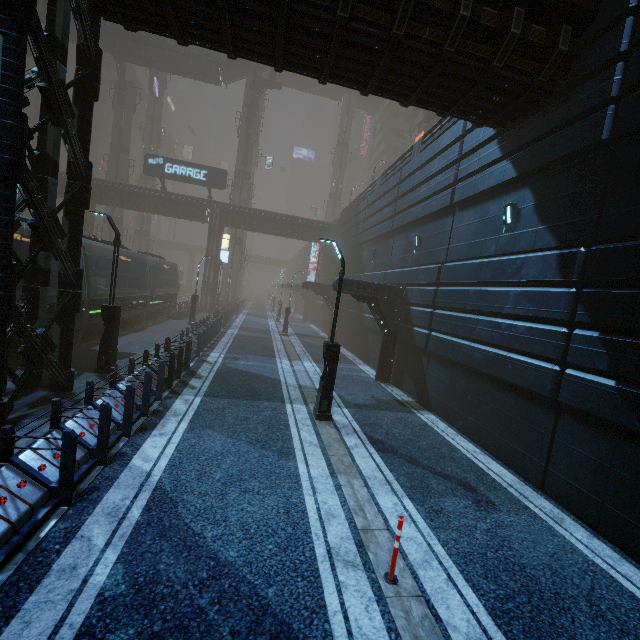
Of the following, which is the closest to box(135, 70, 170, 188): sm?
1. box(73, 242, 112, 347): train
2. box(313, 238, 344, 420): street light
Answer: box(73, 242, 112, 347): train

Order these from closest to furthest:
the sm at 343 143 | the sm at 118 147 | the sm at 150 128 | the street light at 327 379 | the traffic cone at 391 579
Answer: the traffic cone at 391 579
the street light at 327 379
the sm at 118 147
the sm at 150 128
the sm at 343 143

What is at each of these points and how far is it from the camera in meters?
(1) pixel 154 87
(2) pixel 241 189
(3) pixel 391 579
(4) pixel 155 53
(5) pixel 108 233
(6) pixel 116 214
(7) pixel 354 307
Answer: (1) sign, 48.0 m
(2) sm, 44.7 m
(3) traffic cone, 4.6 m
(4) building, 36.5 m
(5) sm, 42.1 m
(6) sm, 42.0 m
(7) building, 24.2 m

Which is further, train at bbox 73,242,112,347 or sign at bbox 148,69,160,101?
sign at bbox 148,69,160,101

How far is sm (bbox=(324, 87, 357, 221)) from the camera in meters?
56.0

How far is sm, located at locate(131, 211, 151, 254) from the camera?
52.0 meters

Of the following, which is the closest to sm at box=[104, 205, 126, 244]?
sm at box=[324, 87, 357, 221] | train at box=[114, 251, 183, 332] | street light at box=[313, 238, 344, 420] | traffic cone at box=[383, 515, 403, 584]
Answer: train at box=[114, 251, 183, 332]

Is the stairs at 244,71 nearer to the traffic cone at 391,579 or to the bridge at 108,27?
the bridge at 108,27
